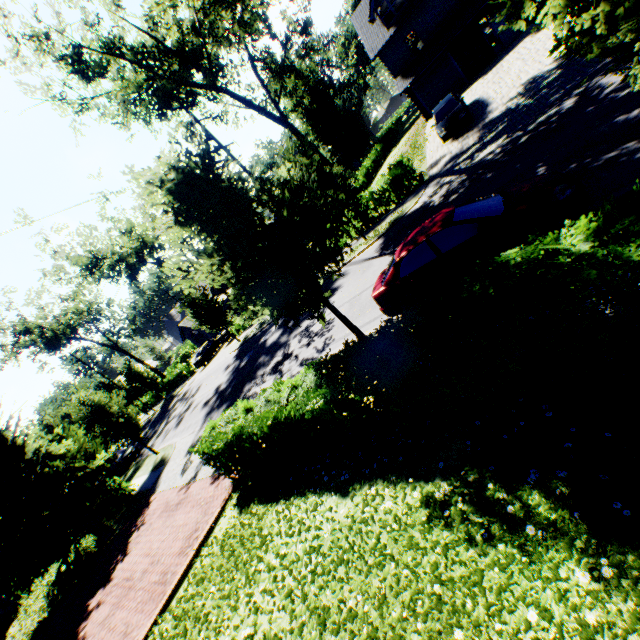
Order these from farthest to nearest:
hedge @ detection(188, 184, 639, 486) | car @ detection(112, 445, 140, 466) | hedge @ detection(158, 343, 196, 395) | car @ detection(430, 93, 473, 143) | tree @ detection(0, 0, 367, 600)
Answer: hedge @ detection(158, 343, 196, 395), car @ detection(112, 445, 140, 466), car @ detection(430, 93, 473, 143), tree @ detection(0, 0, 367, 600), hedge @ detection(188, 184, 639, 486)

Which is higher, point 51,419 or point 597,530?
point 51,419

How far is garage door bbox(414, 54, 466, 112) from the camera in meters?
26.2

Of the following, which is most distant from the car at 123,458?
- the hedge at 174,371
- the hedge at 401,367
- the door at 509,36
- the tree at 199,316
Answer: the door at 509,36

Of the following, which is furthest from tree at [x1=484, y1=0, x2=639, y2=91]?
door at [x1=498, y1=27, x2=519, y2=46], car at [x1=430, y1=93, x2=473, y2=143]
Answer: door at [x1=498, y1=27, x2=519, y2=46]

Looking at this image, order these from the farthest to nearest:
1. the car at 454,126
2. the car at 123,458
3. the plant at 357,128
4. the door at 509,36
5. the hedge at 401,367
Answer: the plant at 357,128 < the car at 123,458 < the door at 509,36 < the car at 454,126 < the hedge at 401,367

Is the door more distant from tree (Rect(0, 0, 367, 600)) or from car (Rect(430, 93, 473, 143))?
tree (Rect(0, 0, 367, 600))

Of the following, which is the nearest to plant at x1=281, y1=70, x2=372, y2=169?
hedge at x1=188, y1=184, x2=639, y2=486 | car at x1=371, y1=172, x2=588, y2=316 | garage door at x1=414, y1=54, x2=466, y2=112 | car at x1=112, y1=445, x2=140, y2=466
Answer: garage door at x1=414, y1=54, x2=466, y2=112
